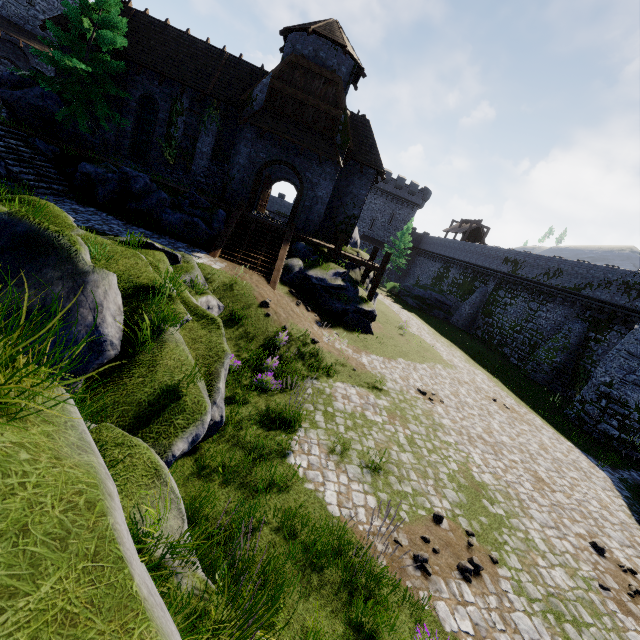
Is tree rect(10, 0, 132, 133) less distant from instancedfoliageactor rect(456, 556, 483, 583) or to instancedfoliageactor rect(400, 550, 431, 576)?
instancedfoliageactor rect(400, 550, 431, 576)

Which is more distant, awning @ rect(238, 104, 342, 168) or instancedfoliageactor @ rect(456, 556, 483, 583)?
awning @ rect(238, 104, 342, 168)

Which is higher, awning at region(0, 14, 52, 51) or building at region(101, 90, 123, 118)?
awning at region(0, 14, 52, 51)

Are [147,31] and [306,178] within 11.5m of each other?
no

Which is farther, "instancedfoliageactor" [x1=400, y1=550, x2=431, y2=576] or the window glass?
the window glass

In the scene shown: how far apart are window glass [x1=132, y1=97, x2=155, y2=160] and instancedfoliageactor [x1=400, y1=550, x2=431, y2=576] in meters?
25.8

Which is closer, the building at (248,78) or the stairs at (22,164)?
the stairs at (22,164)

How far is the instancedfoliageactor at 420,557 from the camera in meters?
5.3 m
